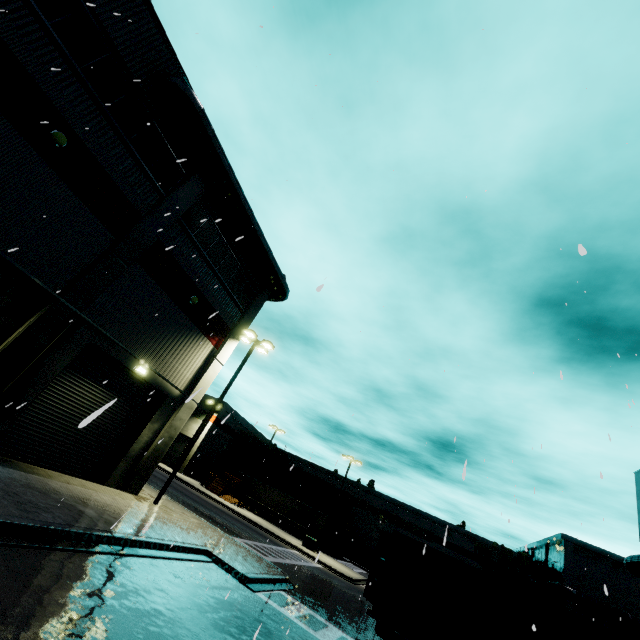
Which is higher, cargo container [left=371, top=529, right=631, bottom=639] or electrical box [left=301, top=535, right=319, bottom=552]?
cargo container [left=371, top=529, right=631, bottom=639]

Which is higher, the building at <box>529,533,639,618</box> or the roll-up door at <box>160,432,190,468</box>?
the building at <box>529,533,639,618</box>

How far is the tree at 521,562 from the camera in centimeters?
4451cm

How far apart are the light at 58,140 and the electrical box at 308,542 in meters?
36.7

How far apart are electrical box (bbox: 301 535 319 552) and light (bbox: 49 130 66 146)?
36.7m

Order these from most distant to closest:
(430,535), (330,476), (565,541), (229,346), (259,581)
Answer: (330,476)
(430,535)
(565,541)
(229,346)
(259,581)

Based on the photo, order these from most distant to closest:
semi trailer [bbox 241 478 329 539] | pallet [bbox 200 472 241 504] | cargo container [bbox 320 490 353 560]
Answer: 1. cargo container [bbox 320 490 353 560]
2. semi trailer [bbox 241 478 329 539]
3. pallet [bbox 200 472 241 504]

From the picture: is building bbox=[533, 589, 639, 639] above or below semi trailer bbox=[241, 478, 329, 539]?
above
